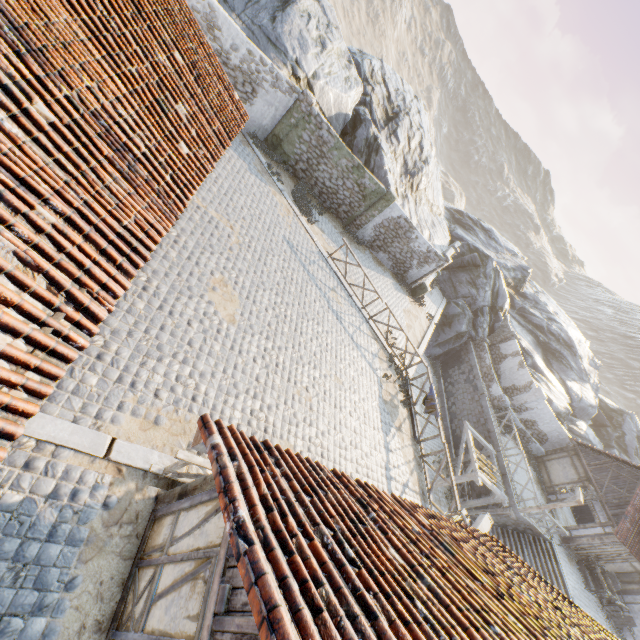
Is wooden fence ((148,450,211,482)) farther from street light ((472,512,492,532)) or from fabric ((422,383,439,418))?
fabric ((422,383,439,418))

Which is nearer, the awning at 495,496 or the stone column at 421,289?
the awning at 495,496

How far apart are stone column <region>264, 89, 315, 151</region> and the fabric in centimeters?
1354cm

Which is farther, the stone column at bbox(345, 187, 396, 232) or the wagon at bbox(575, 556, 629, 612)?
the wagon at bbox(575, 556, 629, 612)

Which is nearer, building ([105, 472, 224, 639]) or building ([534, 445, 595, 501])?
building ([105, 472, 224, 639])

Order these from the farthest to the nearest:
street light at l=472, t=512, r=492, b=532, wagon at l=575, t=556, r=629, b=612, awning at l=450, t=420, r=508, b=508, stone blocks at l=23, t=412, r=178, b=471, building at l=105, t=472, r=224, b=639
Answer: wagon at l=575, t=556, r=629, b=612
awning at l=450, t=420, r=508, b=508
street light at l=472, t=512, r=492, b=532
stone blocks at l=23, t=412, r=178, b=471
building at l=105, t=472, r=224, b=639

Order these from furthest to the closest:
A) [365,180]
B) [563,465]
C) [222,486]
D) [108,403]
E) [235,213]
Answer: [563,465], [365,180], [235,213], [108,403], [222,486]

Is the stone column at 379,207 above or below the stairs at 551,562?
above
